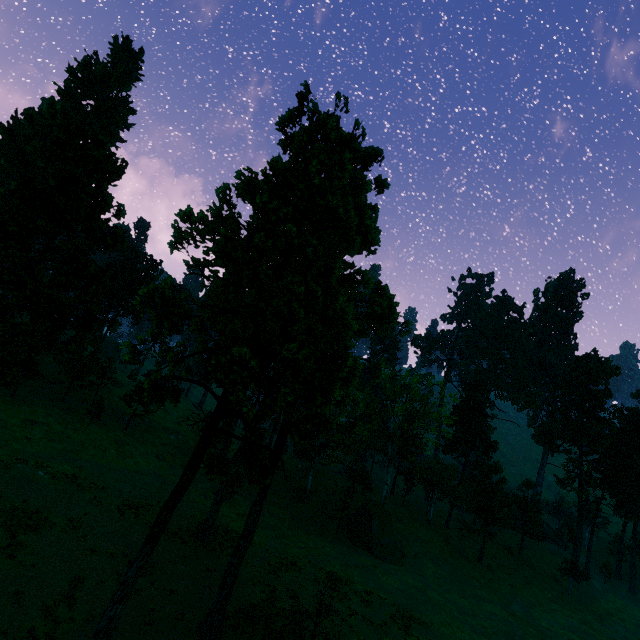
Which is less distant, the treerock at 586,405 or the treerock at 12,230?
the treerock at 12,230

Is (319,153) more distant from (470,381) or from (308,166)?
(470,381)

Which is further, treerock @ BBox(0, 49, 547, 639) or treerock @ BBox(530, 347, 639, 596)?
treerock @ BBox(530, 347, 639, 596)
